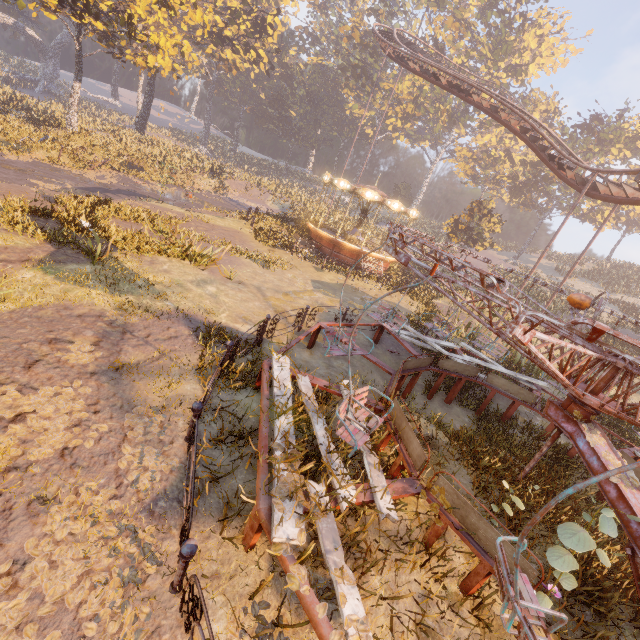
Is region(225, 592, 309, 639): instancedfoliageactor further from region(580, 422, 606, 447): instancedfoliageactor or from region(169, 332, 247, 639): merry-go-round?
region(580, 422, 606, 447): instancedfoliageactor

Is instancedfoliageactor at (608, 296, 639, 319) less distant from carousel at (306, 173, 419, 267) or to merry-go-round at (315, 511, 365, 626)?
carousel at (306, 173, 419, 267)

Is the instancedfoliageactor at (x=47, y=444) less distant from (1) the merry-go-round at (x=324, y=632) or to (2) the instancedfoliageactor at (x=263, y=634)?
(1) the merry-go-round at (x=324, y=632)

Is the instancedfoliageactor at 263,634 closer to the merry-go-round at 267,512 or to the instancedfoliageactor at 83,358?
the merry-go-round at 267,512

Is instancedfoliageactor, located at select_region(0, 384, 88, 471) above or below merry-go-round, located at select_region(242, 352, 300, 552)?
below

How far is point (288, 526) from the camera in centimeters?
360cm

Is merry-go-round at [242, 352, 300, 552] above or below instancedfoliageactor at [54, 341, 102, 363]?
above

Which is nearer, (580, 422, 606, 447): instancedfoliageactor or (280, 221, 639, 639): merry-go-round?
(280, 221, 639, 639): merry-go-round
